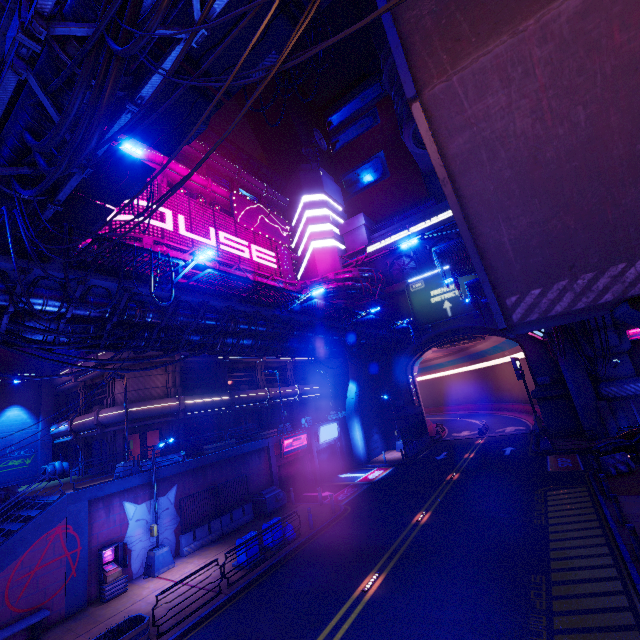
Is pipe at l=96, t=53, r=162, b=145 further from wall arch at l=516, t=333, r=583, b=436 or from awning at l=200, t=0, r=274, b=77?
awning at l=200, t=0, r=274, b=77

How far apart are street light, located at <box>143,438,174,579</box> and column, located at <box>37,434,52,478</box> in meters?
19.2

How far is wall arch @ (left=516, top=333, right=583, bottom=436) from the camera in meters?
28.2 m

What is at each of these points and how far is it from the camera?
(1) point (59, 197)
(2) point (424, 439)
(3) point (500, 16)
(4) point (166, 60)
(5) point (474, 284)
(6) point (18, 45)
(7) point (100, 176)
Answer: (1) pipe, 9.9m
(2) fence, 35.4m
(3) walkway, 4.5m
(4) pipe, 6.8m
(5) fence, 22.4m
(6) pipe, 6.1m
(7) awning, 15.8m

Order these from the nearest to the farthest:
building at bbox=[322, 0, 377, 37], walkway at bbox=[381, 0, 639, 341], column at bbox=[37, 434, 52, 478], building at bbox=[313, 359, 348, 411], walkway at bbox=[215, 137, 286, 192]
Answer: walkway at bbox=[381, 0, 639, 341] → column at bbox=[37, 434, 52, 478] → building at bbox=[313, 359, 348, 411] → building at bbox=[322, 0, 377, 37] → walkway at bbox=[215, 137, 286, 192]

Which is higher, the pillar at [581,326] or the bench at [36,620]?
the pillar at [581,326]

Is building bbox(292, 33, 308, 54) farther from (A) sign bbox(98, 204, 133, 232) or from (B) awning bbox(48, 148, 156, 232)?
(B) awning bbox(48, 148, 156, 232)

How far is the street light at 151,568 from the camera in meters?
15.5
